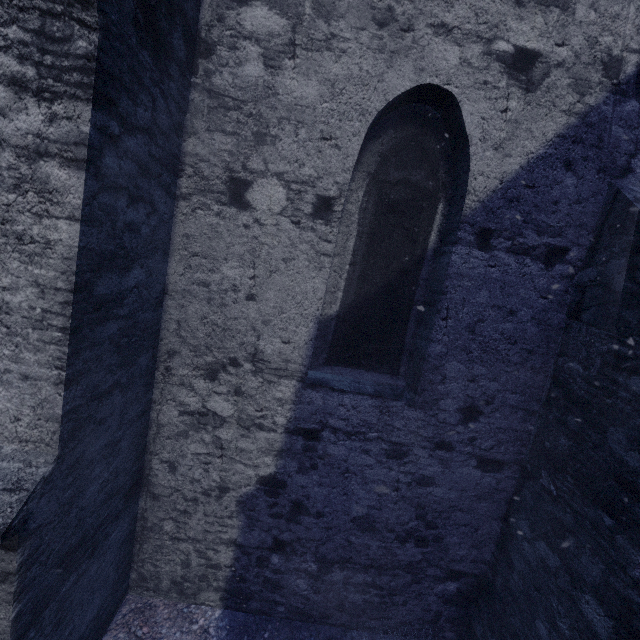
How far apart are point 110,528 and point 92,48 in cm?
340
